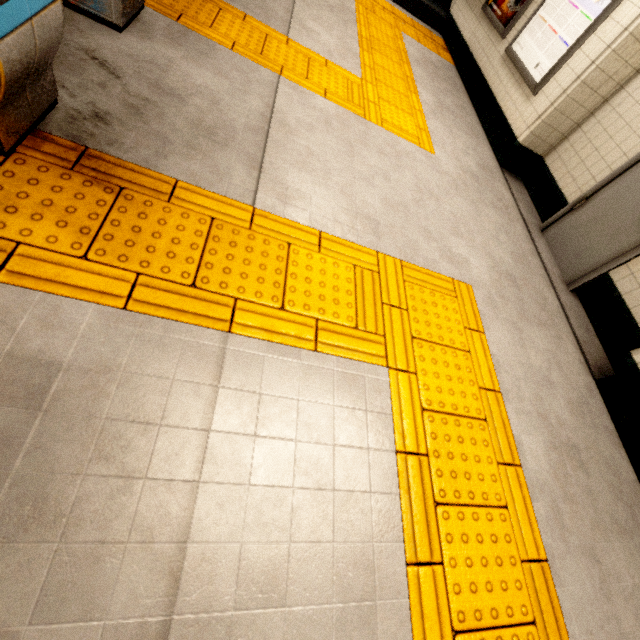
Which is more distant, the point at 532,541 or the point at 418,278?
the point at 418,278

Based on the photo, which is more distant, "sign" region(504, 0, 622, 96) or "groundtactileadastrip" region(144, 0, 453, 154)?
"sign" region(504, 0, 622, 96)

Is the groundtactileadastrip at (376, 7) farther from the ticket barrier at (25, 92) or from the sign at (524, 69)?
the sign at (524, 69)

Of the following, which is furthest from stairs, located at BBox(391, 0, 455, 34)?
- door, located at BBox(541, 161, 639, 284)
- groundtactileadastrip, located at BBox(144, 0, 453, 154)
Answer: door, located at BBox(541, 161, 639, 284)

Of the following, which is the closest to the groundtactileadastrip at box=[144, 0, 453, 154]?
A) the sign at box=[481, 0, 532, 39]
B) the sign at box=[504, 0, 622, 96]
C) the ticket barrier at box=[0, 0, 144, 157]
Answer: the ticket barrier at box=[0, 0, 144, 157]

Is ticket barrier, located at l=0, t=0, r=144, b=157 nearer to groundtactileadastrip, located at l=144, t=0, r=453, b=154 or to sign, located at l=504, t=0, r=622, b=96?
groundtactileadastrip, located at l=144, t=0, r=453, b=154

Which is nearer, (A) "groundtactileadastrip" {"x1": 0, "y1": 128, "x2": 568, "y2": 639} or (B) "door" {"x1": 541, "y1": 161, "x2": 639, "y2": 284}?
(A) "groundtactileadastrip" {"x1": 0, "y1": 128, "x2": 568, "y2": 639}

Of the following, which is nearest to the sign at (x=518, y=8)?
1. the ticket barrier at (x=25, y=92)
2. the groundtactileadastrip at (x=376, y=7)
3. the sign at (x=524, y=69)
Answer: the sign at (x=524, y=69)
